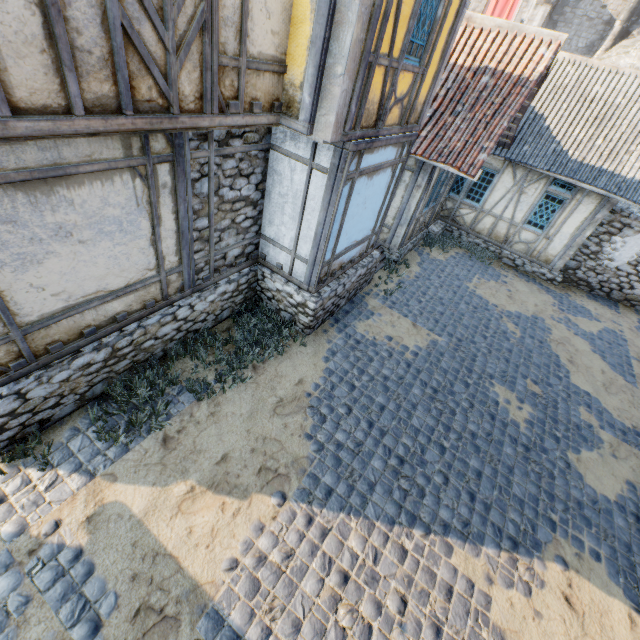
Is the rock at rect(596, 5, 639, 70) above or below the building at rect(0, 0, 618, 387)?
above

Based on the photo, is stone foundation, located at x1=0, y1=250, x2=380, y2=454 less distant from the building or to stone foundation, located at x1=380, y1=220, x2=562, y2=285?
the building

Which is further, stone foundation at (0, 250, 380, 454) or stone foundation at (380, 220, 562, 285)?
stone foundation at (380, 220, 562, 285)

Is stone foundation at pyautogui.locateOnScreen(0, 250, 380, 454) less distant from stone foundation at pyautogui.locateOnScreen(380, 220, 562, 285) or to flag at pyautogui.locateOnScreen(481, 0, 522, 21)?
stone foundation at pyautogui.locateOnScreen(380, 220, 562, 285)

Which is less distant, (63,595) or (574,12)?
(63,595)

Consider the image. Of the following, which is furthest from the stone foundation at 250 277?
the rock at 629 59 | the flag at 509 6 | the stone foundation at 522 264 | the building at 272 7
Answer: the rock at 629 59

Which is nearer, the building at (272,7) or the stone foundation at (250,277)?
the building at (272,7)

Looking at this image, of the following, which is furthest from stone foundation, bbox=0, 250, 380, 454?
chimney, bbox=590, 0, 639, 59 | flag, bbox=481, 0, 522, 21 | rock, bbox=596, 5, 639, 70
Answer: chimney, bbox=590, 0, 639, 59
